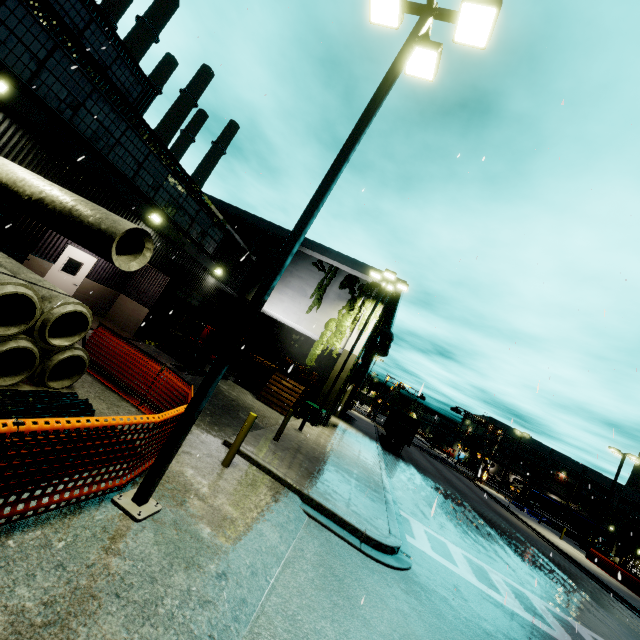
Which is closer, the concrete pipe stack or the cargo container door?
the concrete pipe stack

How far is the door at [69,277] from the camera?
13.2 meters

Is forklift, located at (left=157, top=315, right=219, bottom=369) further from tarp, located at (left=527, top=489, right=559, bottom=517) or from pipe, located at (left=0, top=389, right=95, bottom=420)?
tarp, located at (left=527, top=489, right=559, bottom=517)

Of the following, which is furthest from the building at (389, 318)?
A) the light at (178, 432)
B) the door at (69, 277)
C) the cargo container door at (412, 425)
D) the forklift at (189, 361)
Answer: the cargo container door at (412, 425)

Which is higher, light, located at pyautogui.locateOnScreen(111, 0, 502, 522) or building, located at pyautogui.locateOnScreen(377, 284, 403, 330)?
building, located at pyautogui.locateOnScreen(377, 284, 403, 330)

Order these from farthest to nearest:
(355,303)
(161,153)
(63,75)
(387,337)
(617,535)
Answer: (617,535) → (387,337) → (355,303) → (161,153) → (63,75)

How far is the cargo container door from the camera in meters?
28.2

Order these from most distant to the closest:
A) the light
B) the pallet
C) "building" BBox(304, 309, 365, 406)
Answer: "building" BBox(304, 309, 365, 406) < the pallet < the light
